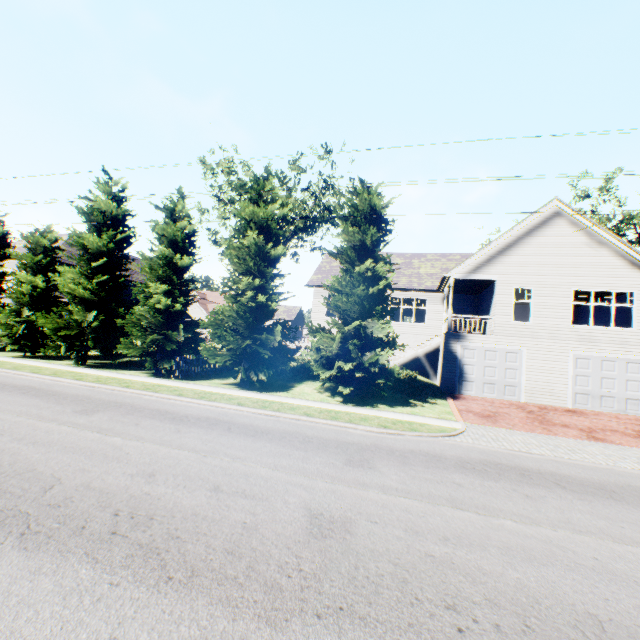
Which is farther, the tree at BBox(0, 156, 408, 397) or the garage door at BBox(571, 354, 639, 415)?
the garage door at BBox(571, 354, 639, 415)

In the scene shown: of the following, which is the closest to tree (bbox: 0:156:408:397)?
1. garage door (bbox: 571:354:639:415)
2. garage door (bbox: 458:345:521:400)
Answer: garage door (bbox: 571:354:639:415)

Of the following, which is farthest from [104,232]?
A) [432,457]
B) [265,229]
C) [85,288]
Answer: [432,457]

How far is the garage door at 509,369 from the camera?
17.7m

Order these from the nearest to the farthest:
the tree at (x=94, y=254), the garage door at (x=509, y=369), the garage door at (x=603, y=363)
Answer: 1. the tree at (x=94, y=254)
2. the garage door at (x=603, y=363)
3. the garage door at (x=509, y=369)

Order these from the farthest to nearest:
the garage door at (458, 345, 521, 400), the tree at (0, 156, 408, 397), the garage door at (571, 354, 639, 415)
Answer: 1. the garage door at (458, 345, 521, 400)
2. the garage door at (571, 354, 639, 415)
3. the tree at (0, 156, 408, 397)

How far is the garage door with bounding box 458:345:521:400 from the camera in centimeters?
1767cm

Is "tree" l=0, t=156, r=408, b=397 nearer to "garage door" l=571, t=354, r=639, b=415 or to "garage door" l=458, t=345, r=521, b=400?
"garage door" l=571, t=354, r=639, b=415
